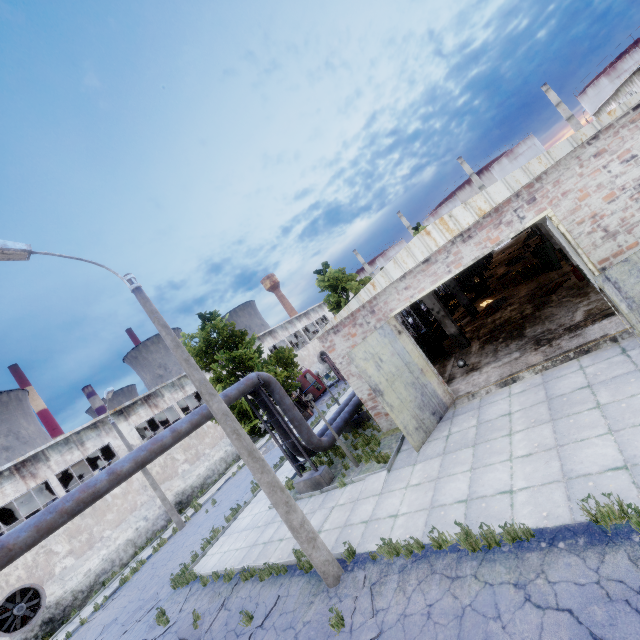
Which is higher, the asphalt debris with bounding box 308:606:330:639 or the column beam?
the column beam

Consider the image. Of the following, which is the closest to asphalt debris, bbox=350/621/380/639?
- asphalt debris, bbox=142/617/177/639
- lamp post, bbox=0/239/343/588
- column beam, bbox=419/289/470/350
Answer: lamp post, bbox=0/239/343/588

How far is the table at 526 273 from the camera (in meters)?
19.94

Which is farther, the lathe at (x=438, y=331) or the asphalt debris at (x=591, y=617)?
the lathe at (x=438, y=331)

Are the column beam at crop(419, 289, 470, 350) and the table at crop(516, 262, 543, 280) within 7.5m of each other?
yes

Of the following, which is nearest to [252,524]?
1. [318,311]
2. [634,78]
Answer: [318,311]

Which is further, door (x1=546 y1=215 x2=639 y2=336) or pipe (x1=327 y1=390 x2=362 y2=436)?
pipe (x1=327 y1=390 x2=362 y2=436)
